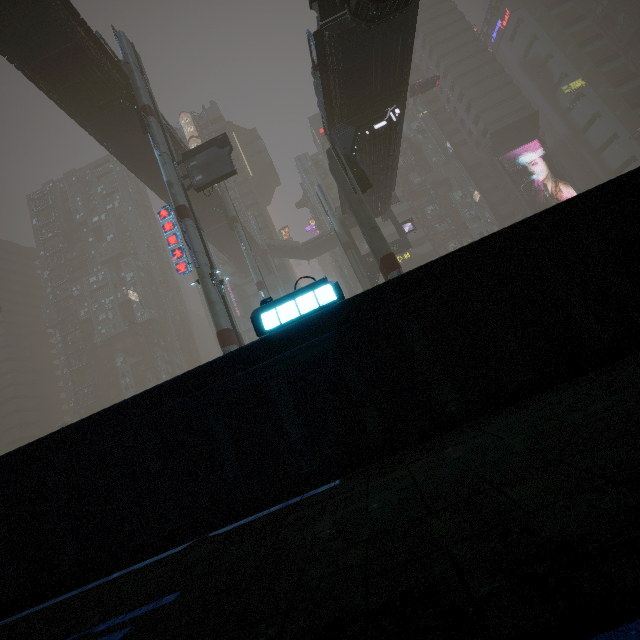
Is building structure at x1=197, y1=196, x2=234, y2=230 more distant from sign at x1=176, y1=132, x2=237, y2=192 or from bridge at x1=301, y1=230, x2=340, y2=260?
sign at x1=176, y1=132, x2=237, y2=192

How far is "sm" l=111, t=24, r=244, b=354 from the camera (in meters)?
19.03

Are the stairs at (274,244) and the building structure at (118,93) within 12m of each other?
no

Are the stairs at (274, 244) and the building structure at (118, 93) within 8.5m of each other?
no

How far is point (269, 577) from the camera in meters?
2.0 m

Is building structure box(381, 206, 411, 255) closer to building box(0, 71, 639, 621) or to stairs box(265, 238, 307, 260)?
building box(0, 71, 639, 621)

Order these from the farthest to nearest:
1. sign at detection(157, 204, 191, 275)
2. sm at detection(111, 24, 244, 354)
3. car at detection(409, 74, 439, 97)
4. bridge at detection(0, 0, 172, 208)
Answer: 1. car at detection(409, 74, 439, 97)
2. sign at detection(157, 204, 191, 275)
3. bridge at detection(0, 0, 172, 208)
4. sm at detection(111, 24, 244, 354)

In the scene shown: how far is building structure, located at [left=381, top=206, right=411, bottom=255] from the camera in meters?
35.4
